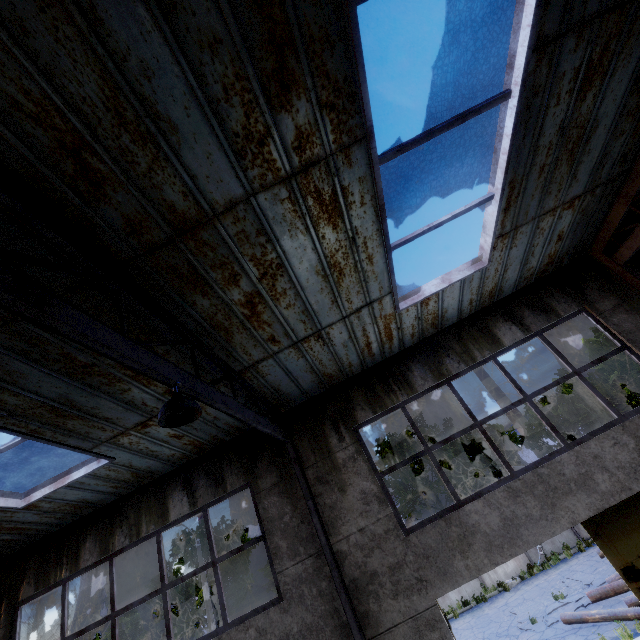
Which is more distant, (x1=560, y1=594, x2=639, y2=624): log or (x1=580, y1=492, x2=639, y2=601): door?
(x1=560, y1=594, x2=639, y2=624): log

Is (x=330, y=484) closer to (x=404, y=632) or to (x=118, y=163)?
(x=404, y=632)

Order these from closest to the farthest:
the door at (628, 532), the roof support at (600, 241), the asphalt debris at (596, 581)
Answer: the door at (628, 532)
the roof support at (600, 241)
the asphalt debris at (596, 581)

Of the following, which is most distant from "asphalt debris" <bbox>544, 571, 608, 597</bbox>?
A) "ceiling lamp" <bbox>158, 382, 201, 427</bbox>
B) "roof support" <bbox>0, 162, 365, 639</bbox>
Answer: "ceiling lamp" <bbox>158, 382, 201, 427</bbox>

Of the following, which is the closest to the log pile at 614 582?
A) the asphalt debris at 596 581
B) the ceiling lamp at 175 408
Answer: the asphalt debris at 596 581

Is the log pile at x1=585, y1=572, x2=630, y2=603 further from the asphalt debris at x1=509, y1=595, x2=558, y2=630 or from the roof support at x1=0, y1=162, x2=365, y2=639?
the roof support at x1=0, y1=162, x2=365, y2=639

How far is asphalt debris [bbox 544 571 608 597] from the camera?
12.63m

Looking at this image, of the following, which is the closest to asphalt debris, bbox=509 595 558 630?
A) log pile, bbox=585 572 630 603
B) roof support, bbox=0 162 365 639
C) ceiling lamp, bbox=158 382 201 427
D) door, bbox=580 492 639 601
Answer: log pile, bbox=585 572 630 603
